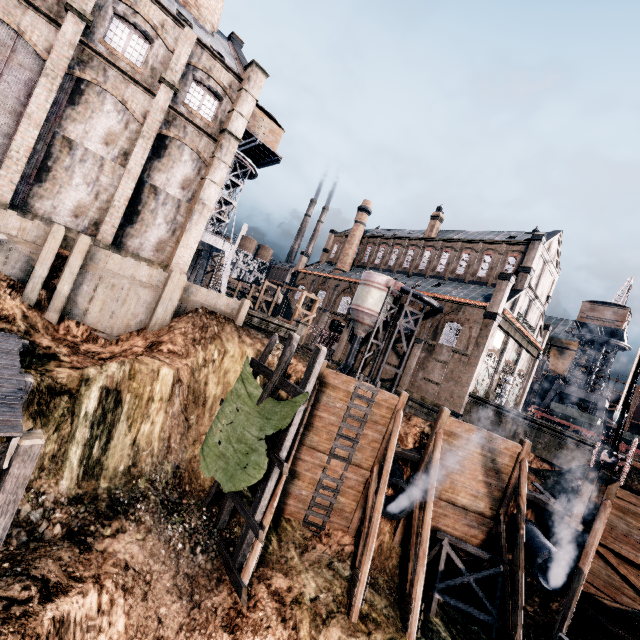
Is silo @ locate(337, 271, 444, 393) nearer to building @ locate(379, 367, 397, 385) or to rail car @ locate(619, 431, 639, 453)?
building @ locate(379, 367, 397, 385)

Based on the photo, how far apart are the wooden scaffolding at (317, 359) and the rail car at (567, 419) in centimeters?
3984cm

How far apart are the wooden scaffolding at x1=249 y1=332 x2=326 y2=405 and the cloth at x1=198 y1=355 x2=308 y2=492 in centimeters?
1cm

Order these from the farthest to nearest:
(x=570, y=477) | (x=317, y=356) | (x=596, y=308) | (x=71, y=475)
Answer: (x=596, y=308)
(x=570, y=477)
(x=317, y=356)
(x=71, y=475)

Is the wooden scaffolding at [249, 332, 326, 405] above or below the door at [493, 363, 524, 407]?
below

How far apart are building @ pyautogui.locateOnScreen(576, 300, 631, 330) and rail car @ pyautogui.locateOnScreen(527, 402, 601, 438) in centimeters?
1277cm

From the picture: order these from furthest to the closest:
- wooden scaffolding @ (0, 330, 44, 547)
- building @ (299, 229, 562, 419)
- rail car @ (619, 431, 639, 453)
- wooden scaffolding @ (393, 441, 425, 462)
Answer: building @ (299, 229, 562, 419) → rail car @ (619, 431, 639, 453) → wooden scaffolding @ (393, 441, 425, 462) → wooden scaffolding @ (0, 330, 44, 547)

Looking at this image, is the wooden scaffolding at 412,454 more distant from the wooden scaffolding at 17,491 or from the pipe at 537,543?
the wooden scaffolding at 17,491
